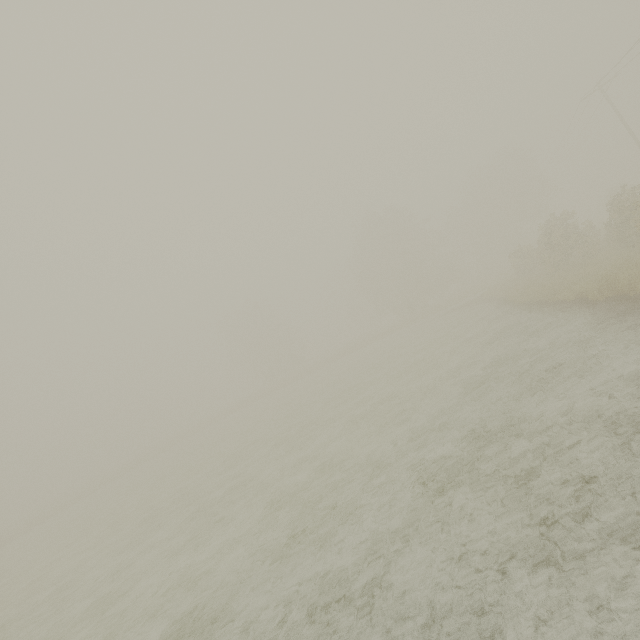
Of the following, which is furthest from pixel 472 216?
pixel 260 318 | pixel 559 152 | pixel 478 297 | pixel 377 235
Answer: pixel 260 318
